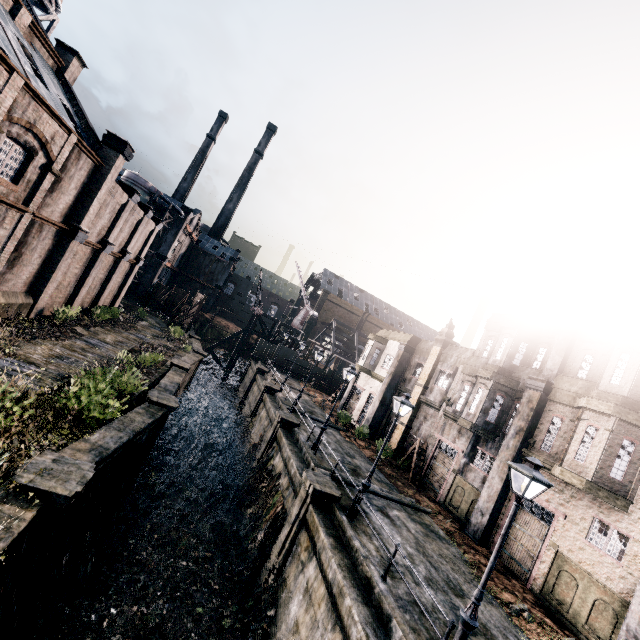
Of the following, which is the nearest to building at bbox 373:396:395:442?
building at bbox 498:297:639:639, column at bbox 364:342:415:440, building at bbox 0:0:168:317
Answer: column at bbox 364:342:415:440

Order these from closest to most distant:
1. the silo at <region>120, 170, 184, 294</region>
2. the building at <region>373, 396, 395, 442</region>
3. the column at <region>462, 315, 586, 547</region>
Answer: the column at <region>462, 315, 586, 547</region> < the building at <region>373, 396, 395, 442</region> < the silo at <region>120, 170, 184, 294</region>

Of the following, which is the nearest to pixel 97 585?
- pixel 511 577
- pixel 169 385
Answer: pixel 169 385

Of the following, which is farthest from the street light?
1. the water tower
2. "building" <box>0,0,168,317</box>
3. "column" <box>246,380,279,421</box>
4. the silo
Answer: the silo

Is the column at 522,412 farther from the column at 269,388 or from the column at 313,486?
the column at 269,388

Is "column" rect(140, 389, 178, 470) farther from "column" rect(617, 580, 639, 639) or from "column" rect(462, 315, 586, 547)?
"column" rect(617, 580, 639, 639)

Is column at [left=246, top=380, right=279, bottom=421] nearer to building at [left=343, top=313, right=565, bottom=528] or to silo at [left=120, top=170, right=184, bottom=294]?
building at [left=343, top=313, right=565, bottom=528]

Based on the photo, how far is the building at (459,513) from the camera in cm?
1969
